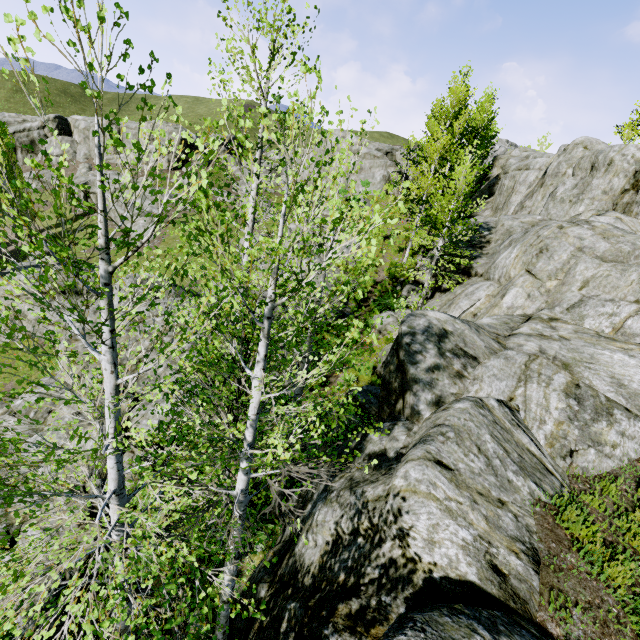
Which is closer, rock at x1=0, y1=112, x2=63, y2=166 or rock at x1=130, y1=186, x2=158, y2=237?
rock at x1=130, y1=186, x2=158, y2=237

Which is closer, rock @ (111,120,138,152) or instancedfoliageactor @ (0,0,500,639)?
instancedfoliageactor @ (0,0,500,639)

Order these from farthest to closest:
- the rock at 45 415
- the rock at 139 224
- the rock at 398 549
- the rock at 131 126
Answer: the rock at 131 126 → the rock at 139 224 → the rock at 45 415 → the rock at 398 549

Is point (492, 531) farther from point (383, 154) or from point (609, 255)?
point (383, 154)

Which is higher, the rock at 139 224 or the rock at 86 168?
the rock at 86 168

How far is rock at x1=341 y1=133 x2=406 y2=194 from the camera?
35.3m

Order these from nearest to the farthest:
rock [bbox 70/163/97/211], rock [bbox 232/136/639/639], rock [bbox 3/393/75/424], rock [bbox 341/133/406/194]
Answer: rock [bbox 232/136/639/639], rock [bbox 3/393/75/424], rock [bbox 341/133/406/194], rock [bbox 70/163/97/211]
